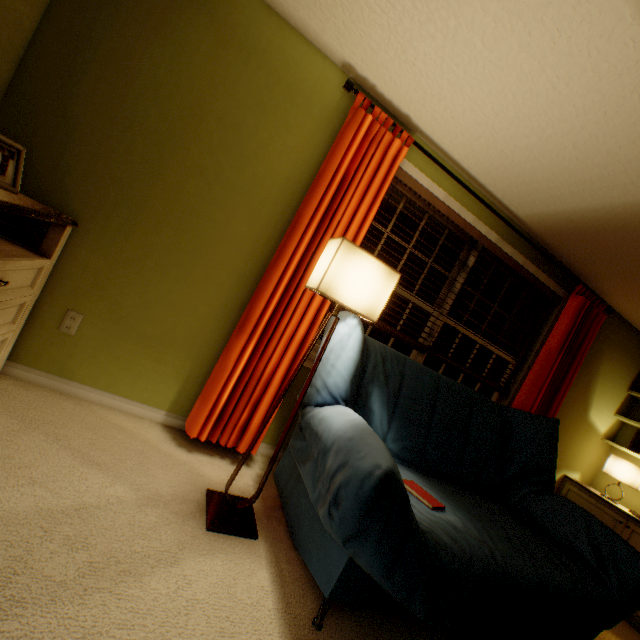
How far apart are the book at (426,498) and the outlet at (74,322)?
2.0 meters

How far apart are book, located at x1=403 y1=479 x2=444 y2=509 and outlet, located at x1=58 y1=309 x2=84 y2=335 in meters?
2.0

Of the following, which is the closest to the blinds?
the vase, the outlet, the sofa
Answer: the sofa

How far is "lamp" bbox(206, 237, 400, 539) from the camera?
1.4m

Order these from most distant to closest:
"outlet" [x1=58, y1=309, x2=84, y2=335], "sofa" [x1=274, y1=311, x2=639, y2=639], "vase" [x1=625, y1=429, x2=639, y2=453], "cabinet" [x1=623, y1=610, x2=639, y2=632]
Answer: "vase" [x1=625, y1=429, x2=639, y2=453] < "cabinet" [x1=623, y1=610, x2=639, y2=632] < "outlet" [x1=58, y1=309, x2=84, y2=335] < "sofa" [x1=274, y1=311, x2=639, y2=639]

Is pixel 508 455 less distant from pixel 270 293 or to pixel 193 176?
pixel 270 293

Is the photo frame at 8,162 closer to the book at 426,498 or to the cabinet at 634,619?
the book at 426,498

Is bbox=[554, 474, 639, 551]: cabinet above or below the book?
above
